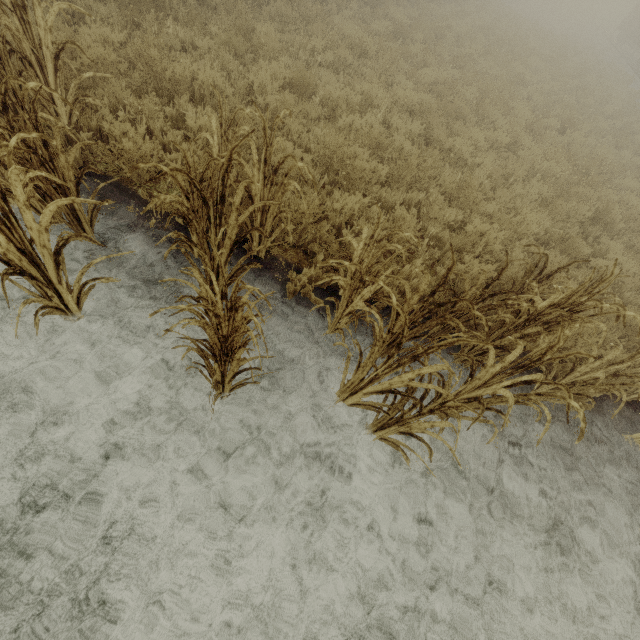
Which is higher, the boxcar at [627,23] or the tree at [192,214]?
the boxcar at [627,23]

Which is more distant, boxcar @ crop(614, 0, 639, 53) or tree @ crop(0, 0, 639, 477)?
boxcar @ crop(614, 0, 639, 53)

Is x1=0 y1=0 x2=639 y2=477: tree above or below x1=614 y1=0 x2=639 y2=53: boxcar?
below

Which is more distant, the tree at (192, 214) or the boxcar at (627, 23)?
the boxcar at (627, 23)

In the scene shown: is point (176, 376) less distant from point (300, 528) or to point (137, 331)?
point (137, 331)
